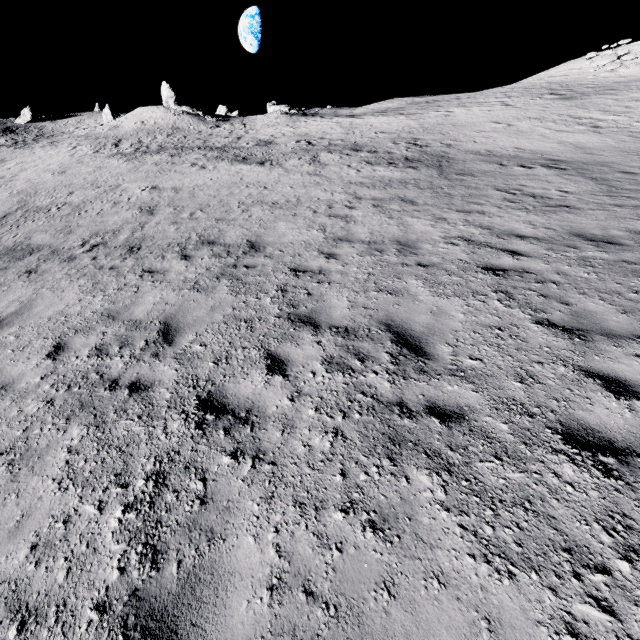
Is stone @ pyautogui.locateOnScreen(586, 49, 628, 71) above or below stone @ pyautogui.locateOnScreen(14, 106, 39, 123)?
below

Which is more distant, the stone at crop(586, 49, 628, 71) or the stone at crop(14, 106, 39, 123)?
the stone at crop(14, 106, 39, 123)

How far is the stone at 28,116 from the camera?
53.2m

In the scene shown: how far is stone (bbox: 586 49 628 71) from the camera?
30.5m

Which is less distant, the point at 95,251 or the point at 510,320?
the point at 510,320

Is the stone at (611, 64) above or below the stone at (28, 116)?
below

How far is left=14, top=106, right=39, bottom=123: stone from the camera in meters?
53.2
